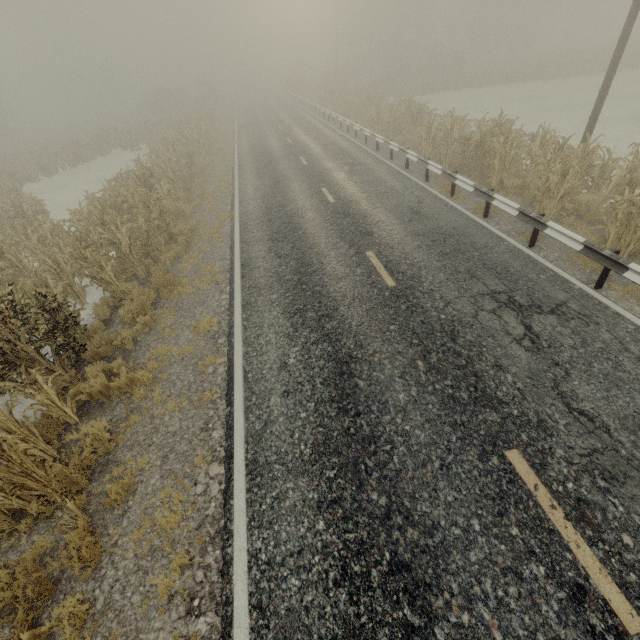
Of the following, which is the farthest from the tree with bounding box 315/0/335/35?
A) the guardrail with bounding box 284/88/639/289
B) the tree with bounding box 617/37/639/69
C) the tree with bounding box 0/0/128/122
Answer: the tree with bounding box 0/0/128/122

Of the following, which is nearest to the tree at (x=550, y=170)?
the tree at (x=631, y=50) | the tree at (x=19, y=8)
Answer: the tree at (x=631, y=50)

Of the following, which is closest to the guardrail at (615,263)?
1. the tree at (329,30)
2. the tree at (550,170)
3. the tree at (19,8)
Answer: the tree at (550,170)

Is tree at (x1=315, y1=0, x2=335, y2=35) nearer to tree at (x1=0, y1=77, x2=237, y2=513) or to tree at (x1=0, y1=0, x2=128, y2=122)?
tree at (x1=0, y1=77, x2=237, y2=513)

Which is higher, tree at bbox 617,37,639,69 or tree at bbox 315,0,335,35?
tree at bbox 315,0,335,35

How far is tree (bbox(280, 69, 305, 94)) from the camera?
47.66m

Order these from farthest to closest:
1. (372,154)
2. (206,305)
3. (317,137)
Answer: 1. (317,137)
2. (372,154)
3. (206,305)

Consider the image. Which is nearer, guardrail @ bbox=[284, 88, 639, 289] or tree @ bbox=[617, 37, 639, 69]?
guardrail @ bbox=[284, 88, 639, 289]
